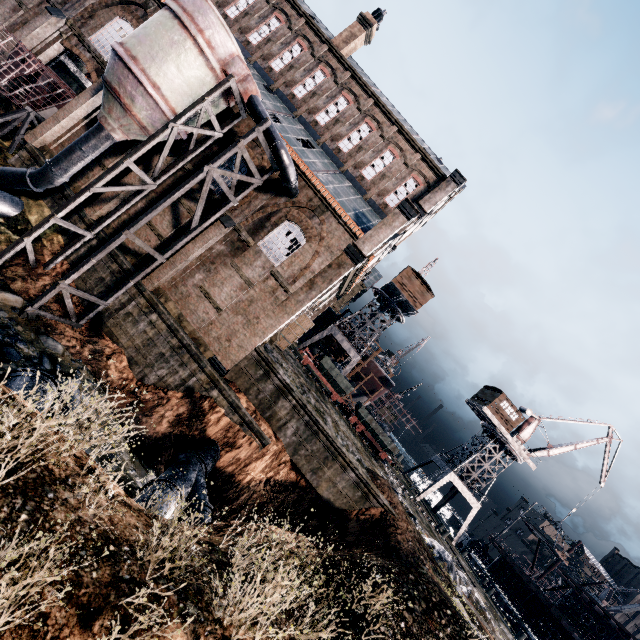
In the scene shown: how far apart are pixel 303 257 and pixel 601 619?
46.34m

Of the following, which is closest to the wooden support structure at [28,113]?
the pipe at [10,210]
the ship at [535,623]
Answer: Answer: the pipe at [10,210]

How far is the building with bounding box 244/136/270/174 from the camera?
20.78m

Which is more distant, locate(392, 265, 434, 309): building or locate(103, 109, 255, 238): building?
locate(392, 265, 434, 309): building

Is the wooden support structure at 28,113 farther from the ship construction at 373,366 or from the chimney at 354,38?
the ship construction at 373,366

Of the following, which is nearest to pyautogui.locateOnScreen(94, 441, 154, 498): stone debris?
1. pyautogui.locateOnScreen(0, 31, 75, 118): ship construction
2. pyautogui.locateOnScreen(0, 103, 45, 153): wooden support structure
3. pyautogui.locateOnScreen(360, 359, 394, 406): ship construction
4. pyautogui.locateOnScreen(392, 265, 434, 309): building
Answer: pyautogui.locateOnScreen(0, 103, 45, 153): wooden support structure

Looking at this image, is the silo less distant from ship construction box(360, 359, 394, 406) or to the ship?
ship construction box(360, 359, 394, 406)

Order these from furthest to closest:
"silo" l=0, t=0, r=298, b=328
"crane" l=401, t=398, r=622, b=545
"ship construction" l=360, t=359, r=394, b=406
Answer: "ship construction" l=360, t=359, r=394, b=406
"crane" l=401, t=398, r=622, b=545
"silo" l=0, t=0, r=298, b=328
